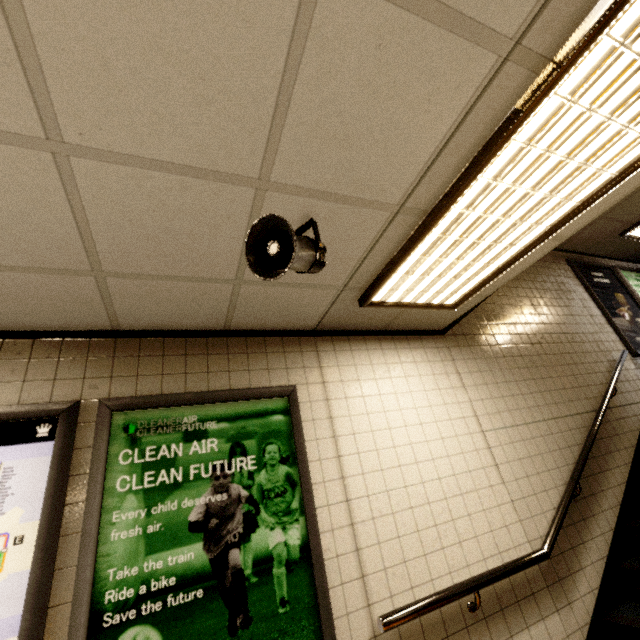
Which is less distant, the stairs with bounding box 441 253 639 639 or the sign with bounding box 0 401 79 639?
the sign with bounding box 0 401 79 639

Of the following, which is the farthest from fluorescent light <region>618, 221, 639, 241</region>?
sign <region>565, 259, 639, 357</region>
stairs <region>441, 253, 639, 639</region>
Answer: stairs <region>441, 253, 639, 639</region>

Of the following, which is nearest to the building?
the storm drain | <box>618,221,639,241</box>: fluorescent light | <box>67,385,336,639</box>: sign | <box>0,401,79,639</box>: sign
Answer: <box>618,221,639,241</box>: fluorescent light

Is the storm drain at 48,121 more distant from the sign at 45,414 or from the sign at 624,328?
the sign at 624,328

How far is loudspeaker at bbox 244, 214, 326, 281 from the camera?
1.45m

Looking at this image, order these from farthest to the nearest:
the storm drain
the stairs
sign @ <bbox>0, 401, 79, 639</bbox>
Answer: the stairs
sign @ <bbox>0, 401, 79, 639</bbox>
the storm drain

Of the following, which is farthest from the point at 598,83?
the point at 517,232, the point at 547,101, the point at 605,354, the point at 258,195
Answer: the point at 605,354

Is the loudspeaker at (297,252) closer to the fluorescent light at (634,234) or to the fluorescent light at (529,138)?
the fluorescent light at (529,138)
